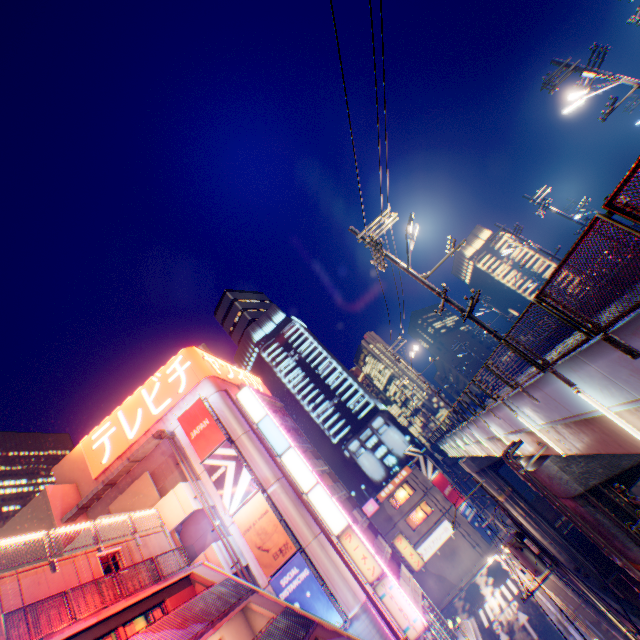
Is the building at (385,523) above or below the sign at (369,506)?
below

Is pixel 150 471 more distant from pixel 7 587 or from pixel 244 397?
pixel 7 587

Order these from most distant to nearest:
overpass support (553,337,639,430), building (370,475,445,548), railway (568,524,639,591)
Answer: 1. building (370,475,445,548)
2. railway (568,524,639,591)
3. overpass support (553,337,639,430)

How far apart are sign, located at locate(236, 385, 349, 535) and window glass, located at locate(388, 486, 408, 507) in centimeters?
2372cm

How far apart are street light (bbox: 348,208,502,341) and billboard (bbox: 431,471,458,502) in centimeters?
3928cm

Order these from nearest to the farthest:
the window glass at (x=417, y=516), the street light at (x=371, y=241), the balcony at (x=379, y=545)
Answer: the street light at (x=371, y=241) → the balcony at (x=379, y=545) → the window glass at (x=417, y=516)

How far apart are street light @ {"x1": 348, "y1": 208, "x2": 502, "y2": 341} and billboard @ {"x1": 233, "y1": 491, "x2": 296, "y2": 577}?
18.18m

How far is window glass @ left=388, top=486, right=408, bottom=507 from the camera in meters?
43.2 m
